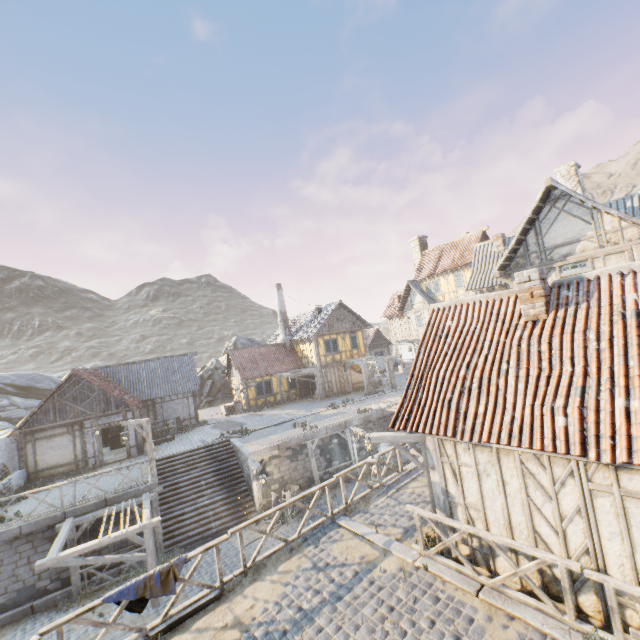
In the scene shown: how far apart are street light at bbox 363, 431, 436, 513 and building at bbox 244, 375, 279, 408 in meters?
22.8 m

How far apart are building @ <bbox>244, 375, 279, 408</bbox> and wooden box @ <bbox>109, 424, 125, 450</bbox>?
8.6m

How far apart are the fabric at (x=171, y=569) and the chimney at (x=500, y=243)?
20.39m

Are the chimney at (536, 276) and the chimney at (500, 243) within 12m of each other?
no

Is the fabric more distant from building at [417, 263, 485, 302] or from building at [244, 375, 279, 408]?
building at [417, 263, 485, 302]

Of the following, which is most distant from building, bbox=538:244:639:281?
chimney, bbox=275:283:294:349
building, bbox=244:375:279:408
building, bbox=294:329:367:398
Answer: chimney, bbox=275:283:294:349

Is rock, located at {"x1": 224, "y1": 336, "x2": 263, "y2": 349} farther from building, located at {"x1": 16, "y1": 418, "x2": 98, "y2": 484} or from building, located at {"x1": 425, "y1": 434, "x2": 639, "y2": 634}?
building, located at {"x1": 425, "y1": 434, "x2": 639, "y2": 634}

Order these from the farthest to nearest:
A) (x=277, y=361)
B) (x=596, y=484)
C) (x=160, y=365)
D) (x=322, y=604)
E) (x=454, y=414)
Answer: (x=277, y=361) < (x=160, y=365) < (x=454, y=414) < (x=322, y=604) < (x=596, y=484)
